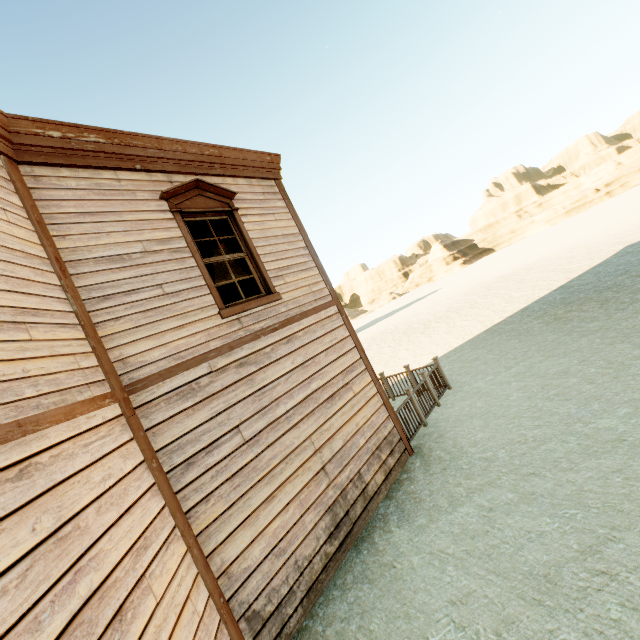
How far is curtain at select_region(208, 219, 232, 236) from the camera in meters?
5.7

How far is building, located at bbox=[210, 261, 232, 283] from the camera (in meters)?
8.57

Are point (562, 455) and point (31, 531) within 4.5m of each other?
no

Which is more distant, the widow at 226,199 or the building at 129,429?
the widow at 226,199

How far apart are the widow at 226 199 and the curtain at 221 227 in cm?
2

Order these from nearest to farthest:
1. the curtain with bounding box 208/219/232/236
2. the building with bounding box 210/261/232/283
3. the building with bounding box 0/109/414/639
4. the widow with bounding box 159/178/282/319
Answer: the building with bounding box 0/109/414/639 → the widow with bounding box 159/178/282/319 → the curtain with bounding box 208/219/232/236 → the building with bounding box 210/261/232/283

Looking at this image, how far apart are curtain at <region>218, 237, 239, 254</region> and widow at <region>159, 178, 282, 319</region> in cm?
2

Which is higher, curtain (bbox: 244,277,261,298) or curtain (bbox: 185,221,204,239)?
curtain (bbox: 185,221,204,239)
